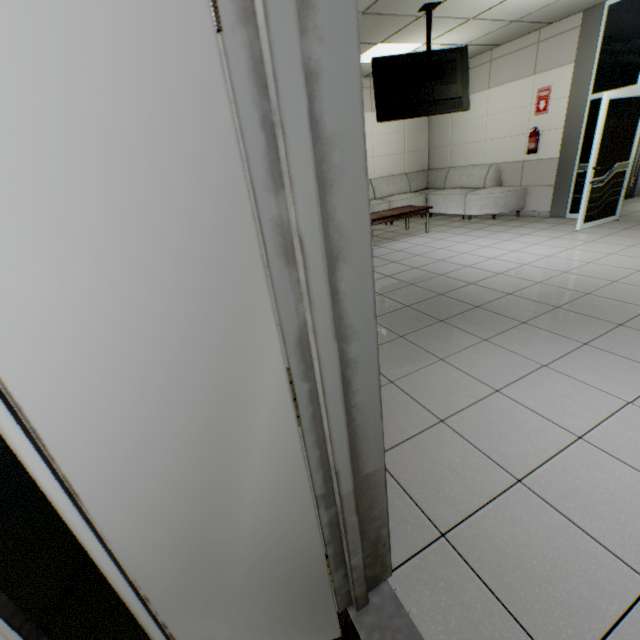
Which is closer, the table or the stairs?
the stairs

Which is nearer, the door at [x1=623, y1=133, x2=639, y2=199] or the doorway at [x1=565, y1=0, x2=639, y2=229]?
the doorway at [x1=565, y1=0, x2=639, y2=229]

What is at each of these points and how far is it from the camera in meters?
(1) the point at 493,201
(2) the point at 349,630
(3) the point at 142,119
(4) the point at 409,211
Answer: (1) sofa, 6.9
(2) stairs, 1.2
(3) door, 0.5
(4) table, 6.4

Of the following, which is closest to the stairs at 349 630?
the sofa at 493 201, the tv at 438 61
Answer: the tv at 438 61

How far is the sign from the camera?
6.1m

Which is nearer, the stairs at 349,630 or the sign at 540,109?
the stairs at 349,630

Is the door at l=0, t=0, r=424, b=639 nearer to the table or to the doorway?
the table

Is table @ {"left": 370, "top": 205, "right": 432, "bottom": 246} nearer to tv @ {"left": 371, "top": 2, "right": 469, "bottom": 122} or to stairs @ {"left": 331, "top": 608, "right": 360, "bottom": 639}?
tv @ {"left": 371, "top": 2, "right": 469, "bottom": 122}
